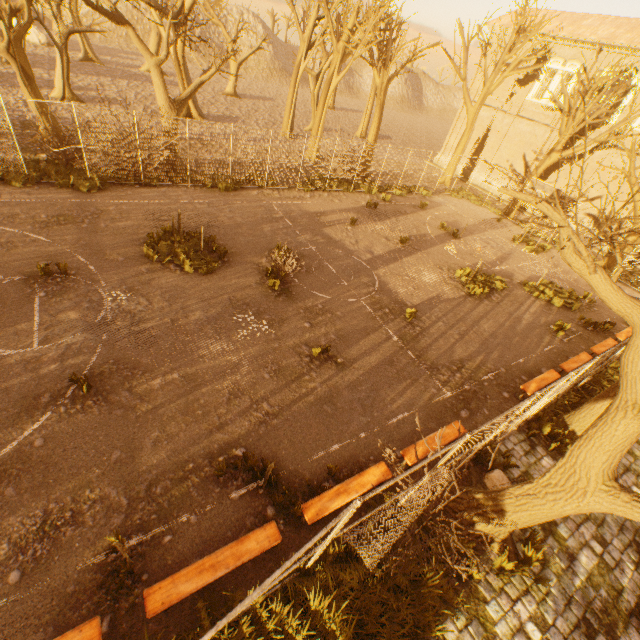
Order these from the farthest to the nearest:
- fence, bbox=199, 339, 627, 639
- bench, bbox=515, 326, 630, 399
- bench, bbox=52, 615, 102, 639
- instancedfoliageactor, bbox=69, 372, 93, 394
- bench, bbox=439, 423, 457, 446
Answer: bench, bbox=515, 326, 630, 399 < bench, bbox=439, 423, 457, 446 < instancedfoliageactor, bbox=69, 372, 93, 394 < bench, bbox=52, 615, 102, 639 < fence, bbox=199, 339, 627, 639

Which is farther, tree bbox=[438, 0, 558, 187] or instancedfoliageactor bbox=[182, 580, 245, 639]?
tree bbox=[438, 0, 558, 187]

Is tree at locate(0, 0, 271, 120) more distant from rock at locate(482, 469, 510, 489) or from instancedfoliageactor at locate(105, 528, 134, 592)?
instancedfoliageactor at locate(105, 528, 134, 592)

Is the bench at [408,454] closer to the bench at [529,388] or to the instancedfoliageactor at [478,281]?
the bench at [529,388]

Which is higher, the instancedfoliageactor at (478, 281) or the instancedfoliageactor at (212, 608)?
the instancedfoliageactor at (478, 281)

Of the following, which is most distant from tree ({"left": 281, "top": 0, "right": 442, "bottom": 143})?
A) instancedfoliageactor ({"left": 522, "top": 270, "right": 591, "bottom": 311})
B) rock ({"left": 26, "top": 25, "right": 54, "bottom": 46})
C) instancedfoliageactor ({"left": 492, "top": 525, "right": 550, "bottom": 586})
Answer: rock ({"left": 26, "top": 25, "right": 54, "bottom": 46})

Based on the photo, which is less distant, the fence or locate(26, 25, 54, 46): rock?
the fence

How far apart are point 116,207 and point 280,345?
9.45m
